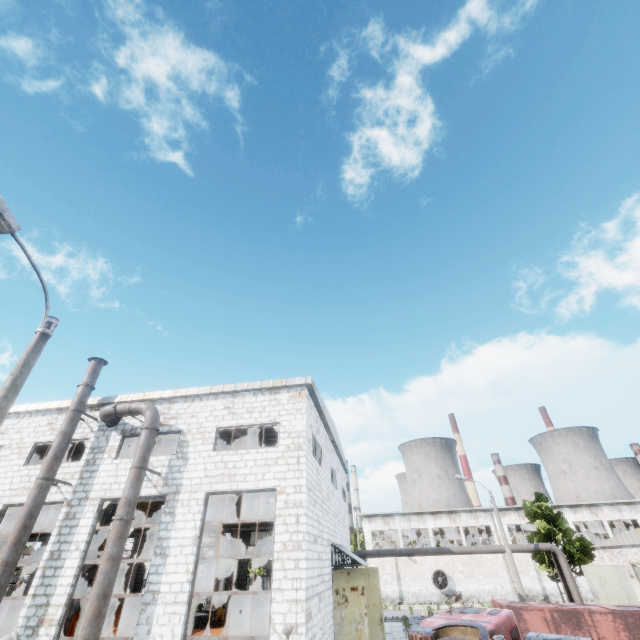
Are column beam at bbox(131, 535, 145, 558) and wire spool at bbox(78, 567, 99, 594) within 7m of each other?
yes

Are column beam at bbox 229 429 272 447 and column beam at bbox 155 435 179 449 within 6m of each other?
yes

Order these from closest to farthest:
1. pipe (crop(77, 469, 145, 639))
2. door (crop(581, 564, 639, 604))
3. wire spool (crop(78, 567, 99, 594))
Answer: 1. pipe (crop(77, 469, 145, 639))
2. door (crop(581, 564, 639, 604))
3. wire spool (crop(78, 567, 99, 594))

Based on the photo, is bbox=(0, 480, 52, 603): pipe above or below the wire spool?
above

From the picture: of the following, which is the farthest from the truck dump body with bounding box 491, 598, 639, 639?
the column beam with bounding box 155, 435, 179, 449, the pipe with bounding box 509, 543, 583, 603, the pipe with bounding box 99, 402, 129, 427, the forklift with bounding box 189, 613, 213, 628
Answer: the column beam with bounding box 155, 435, 179, 449

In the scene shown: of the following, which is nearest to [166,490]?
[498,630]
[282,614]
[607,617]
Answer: [282,614]

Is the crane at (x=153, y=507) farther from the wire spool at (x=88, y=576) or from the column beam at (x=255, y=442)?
the column beam at (x=255, y=442)

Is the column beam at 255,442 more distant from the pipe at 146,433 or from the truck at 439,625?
the truck at 439,625
